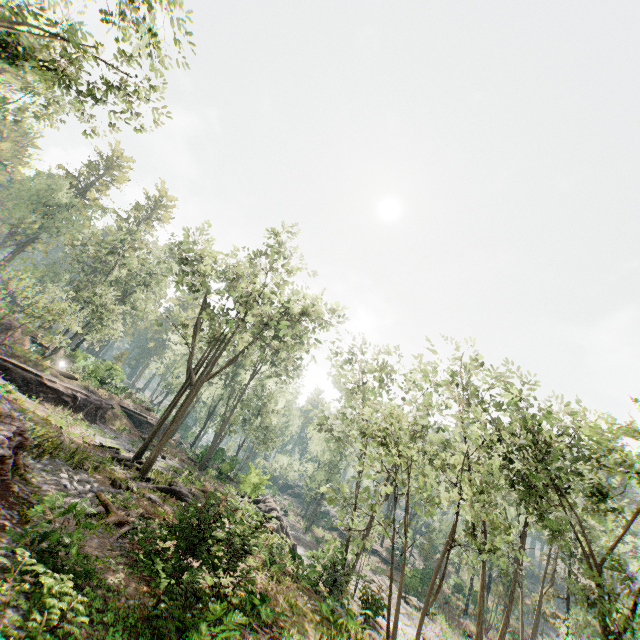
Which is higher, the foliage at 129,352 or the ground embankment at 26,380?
the foliage at 129,352

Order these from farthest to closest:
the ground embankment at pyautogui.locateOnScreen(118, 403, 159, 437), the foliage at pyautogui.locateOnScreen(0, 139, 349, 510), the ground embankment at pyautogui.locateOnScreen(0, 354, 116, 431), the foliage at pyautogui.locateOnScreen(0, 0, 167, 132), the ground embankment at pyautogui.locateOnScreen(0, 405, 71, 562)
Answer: the ground embankment at pyautogui.locateOnScreen(118, 403, 159, 437) → the ground embankment at pyautogui.locateOnScreen(0, 354, 116, 431) → the foliage at pyautogui.locateOnScreen(0, 139, 349, 510) → the foliage at pyautogui.locateOnScreen(0, 0, 167, 132) → the ground embankment at pyautogui.locateOnScreen(0, 405, 71, 562)

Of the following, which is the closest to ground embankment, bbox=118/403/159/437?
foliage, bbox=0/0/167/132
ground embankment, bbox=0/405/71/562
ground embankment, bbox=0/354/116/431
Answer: foliage, bbox=0/0/167/132

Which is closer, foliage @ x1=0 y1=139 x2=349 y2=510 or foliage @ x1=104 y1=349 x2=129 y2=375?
foliage @ x1=0 y1=139 x2=349 y2=510

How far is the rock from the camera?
18.8m

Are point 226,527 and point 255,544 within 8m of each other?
yes

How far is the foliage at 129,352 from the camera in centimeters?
3659cm

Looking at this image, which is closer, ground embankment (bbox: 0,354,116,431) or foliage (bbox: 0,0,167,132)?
foliage (bbox: 0,0,167,132)
